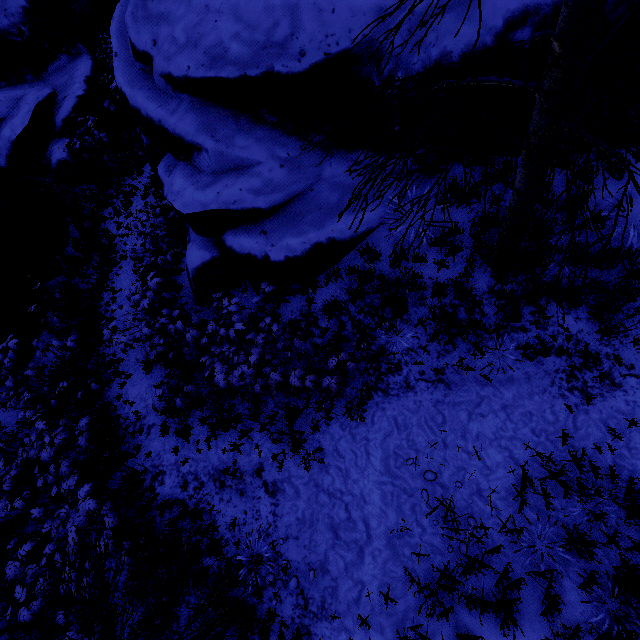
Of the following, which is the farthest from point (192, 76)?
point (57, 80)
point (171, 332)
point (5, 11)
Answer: point (5, 11)

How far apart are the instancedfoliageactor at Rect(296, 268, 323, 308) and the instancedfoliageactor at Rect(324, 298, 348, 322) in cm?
24

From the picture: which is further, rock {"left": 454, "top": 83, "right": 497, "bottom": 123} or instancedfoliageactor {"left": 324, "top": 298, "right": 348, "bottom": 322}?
instancedfoliageactor {"left": 324, "top": 298, "right": 348, "bottom": 322}

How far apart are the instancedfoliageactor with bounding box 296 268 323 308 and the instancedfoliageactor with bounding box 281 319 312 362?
0.6m

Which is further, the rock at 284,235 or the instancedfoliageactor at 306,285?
the instancedfoliageactor at 306,285

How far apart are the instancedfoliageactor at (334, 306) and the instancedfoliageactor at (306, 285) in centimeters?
24cm

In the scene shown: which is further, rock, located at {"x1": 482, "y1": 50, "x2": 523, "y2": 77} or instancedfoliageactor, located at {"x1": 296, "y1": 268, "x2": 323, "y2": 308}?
instancedfoliageactor, located at {"x1": 296, "y1": 268, "x2": 323, "y2": 308}

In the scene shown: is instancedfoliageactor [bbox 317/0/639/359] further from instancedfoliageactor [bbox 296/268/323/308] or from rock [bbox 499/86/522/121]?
instancedfoliageactor [bbox 296/268/323/308]
